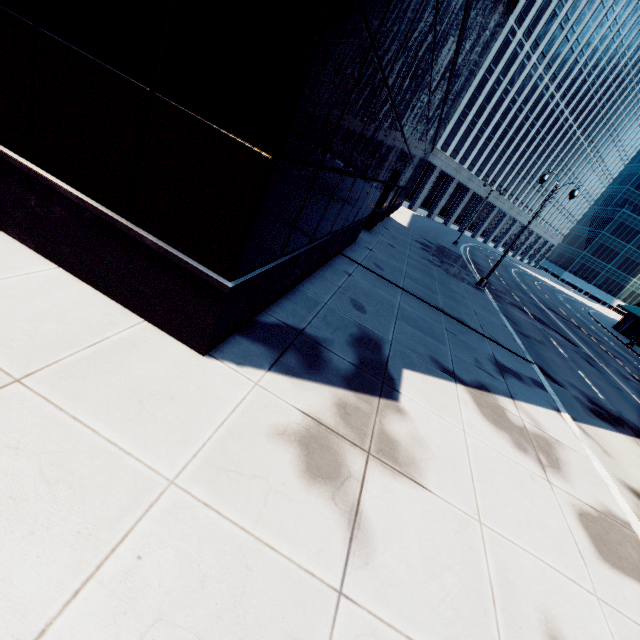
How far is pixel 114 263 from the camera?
4.76m
